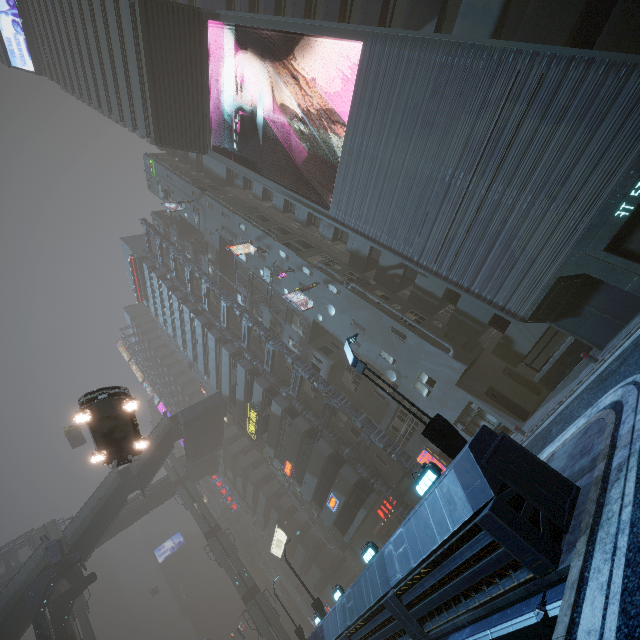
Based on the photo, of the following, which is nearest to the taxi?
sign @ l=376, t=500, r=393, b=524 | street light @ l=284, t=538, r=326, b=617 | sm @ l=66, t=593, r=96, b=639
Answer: sm @ l=66, t=593, r=96, b=639

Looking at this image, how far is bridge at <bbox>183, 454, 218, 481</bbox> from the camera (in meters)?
51.87

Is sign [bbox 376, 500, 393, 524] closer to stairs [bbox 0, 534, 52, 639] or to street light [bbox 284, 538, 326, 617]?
street light [bbox 284, 538, 326, 617]

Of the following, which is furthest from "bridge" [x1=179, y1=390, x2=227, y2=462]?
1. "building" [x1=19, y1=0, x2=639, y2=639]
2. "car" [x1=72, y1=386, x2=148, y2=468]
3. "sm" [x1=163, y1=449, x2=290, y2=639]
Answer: "car" [x1=72, y1=386, x2=148, y2=468]

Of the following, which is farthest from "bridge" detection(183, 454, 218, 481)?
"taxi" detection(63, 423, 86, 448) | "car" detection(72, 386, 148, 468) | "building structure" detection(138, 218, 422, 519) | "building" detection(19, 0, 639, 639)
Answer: "building structure" detection(138, 218, 422, 519)

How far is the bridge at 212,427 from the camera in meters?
39.2

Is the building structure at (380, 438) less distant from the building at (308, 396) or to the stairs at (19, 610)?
the building at (308, 396)

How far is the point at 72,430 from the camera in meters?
40.6 m
